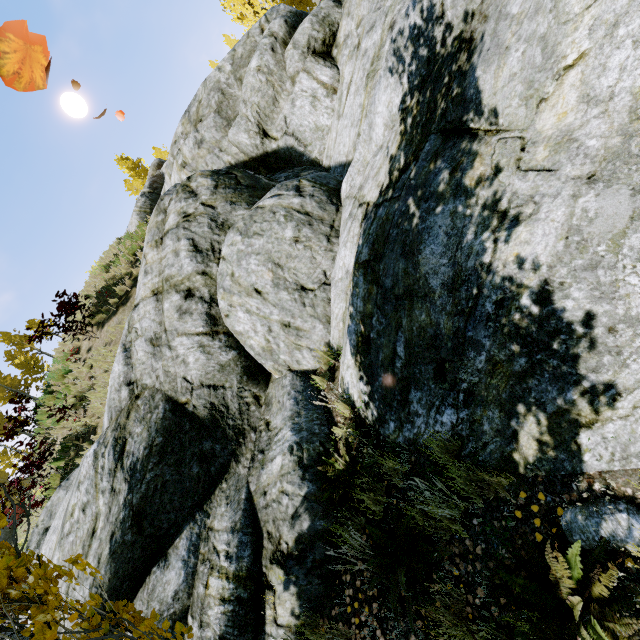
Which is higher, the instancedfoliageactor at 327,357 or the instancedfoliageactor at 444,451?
the instancedfoliageactor at 327,357

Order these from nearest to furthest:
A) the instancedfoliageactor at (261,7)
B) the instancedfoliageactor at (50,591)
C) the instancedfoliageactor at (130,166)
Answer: the instancedfoliageactor at (50,591)
the instancedfoliageactor at (261,7)
the instancedfoliageactor at (130,166)

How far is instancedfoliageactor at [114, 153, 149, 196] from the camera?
35.1 meters

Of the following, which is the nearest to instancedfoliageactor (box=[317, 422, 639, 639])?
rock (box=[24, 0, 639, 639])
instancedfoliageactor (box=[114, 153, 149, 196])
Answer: rock (box=[24, 0, 639, 639])

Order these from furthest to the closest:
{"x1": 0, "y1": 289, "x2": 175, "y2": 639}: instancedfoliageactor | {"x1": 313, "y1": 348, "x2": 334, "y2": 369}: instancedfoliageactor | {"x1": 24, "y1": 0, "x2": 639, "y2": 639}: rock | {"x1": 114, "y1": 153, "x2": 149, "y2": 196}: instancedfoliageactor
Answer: {"x1": 114, "y1": 153, "x2": 149, "y2": 196}: instancedfoliageactor < {"x1": 313, "y1": 348, "x2": 334, "y2": 369}: instancedfoliageactor < {"x1": 24, "y1": 0, "x2": 639, "y2": 639}: rock < {"x1": 0, "y1": 289, "x2": 175, "y2": 639}: instancedfoliageactor

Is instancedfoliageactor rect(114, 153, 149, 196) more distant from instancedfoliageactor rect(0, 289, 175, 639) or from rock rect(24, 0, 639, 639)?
rock rect(24, 0, 639, 639)

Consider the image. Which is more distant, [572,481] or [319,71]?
[319,71]
